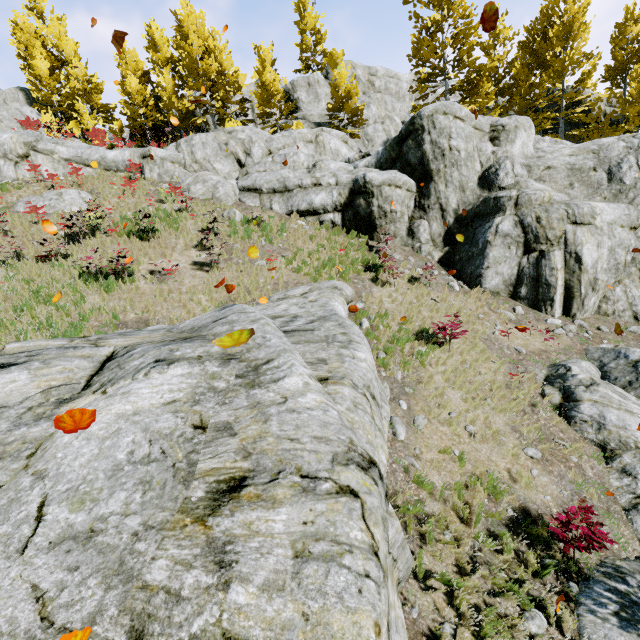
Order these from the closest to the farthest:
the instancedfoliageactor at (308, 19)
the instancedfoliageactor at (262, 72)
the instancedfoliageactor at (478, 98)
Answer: the instancedfoliageactor at (478, 98) < the instancedfoliageactor at (262, 72) < the instancedfoliageactor at (308, 19)

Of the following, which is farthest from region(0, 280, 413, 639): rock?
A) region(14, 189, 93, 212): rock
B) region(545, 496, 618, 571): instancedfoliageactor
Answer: region(14, 189, 93, 212): rock

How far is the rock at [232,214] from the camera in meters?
15.2

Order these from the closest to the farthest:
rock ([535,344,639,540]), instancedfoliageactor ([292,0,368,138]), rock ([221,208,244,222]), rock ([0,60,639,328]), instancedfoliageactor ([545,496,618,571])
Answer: instancedfoliageactor ([545,496,618,571]) < rock ([535,344,639,540]) < rock ([0,60,639,328]) < rock ([221,208,244,222]) < instancedfoliageactor ([292,0,368,138])

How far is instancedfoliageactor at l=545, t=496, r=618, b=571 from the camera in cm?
527

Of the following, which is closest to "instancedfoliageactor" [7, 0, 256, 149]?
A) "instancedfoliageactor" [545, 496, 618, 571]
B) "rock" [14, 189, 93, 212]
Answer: "instancedfoliageactor" [545, 496, 618, 571]

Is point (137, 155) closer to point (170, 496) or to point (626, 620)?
point (170, 496)

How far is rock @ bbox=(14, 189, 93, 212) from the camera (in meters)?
14.48
